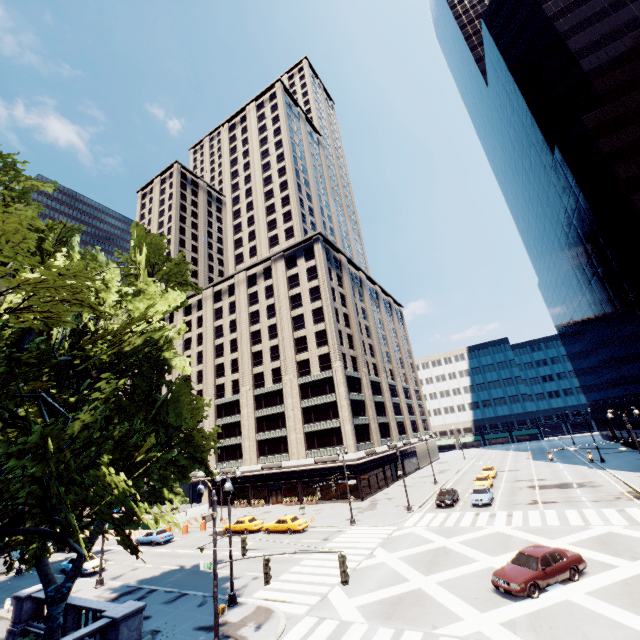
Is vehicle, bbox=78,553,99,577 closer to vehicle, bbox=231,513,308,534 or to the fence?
the fence

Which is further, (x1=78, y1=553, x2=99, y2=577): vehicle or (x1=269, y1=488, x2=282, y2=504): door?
(x1=269, y1=488, x2=282, y2=504): door

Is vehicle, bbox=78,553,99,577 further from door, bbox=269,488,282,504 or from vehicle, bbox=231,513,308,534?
door, bbox=269,488,282,504

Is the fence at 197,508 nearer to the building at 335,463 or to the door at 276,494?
the building at 335,463

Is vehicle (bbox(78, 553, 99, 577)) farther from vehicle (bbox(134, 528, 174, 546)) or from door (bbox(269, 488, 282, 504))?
door (bbox(269, 488, 282, 504))

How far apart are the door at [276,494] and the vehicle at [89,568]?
24.9m

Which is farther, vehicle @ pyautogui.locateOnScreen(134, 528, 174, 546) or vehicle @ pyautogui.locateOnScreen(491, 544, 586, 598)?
vehicle @ pyautogui.locateOnScreen(134, 528, 174, 546)

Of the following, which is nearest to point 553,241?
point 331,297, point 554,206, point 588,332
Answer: point 554,206
